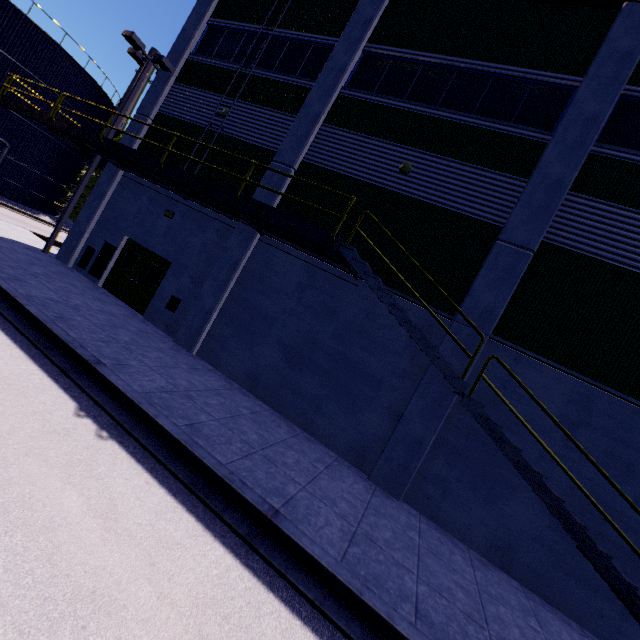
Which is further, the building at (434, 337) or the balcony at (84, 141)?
the building at (434, 337)

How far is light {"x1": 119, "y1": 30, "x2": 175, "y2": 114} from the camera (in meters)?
13.22

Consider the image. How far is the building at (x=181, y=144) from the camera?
13.2m

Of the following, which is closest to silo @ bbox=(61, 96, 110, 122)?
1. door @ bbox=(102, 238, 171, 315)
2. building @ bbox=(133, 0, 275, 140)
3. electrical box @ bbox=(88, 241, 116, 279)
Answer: building @ bbox=(133, 0, 275, 140)

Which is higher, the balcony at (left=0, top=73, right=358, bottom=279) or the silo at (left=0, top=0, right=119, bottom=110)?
the silo at (left=0, top=0, right=119, bottom=110)

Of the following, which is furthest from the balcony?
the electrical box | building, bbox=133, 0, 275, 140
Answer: the electrical box

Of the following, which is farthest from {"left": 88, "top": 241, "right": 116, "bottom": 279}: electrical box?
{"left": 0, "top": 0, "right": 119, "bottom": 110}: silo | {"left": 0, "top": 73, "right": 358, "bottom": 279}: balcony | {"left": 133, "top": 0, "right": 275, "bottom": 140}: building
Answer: {"left": 0, "top": 0, "right": 119, "bottom": 110}: silo

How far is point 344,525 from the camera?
6.0 meters
